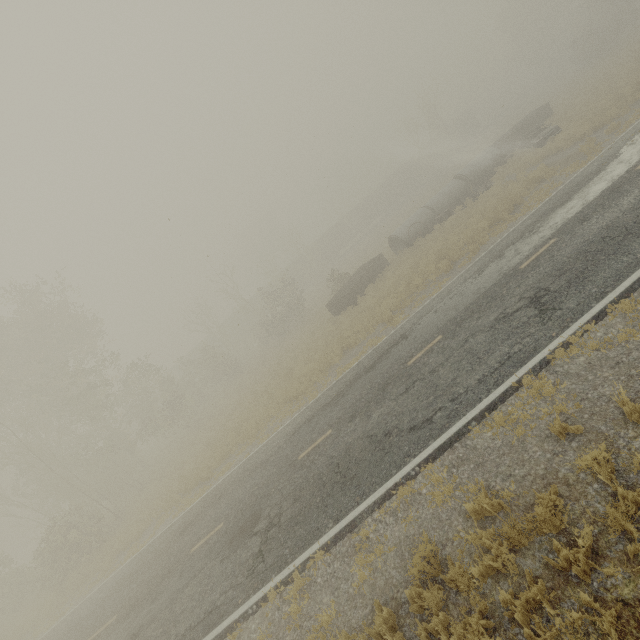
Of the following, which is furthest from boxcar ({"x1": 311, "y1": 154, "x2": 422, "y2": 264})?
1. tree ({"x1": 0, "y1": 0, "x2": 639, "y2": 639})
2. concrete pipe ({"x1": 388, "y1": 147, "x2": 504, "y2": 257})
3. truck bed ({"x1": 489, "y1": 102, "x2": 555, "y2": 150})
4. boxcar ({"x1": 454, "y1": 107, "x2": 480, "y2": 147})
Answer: concrete pipe ({"x1": 388, "y1": 147, "x2": 504, "y2": 257})

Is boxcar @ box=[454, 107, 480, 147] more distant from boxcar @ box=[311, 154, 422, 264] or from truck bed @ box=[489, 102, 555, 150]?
truck bed @ box=[489, 102, 555, 150]

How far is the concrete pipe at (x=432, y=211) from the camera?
25.28m

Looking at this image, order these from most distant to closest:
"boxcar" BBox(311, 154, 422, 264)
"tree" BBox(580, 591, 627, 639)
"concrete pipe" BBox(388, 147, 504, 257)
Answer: "boxcar" BBox(311, 154, 422, 264), "concrete pipe" BBox(388, 147, 504, 257), "tree" BBox(580, 591, 627, 639)

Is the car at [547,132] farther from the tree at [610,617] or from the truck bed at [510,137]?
the tree at [610,617]

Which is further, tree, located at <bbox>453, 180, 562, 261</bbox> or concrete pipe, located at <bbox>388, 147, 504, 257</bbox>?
concrete pipe, located at <bbox>388, 147, 504, 257</bbox>

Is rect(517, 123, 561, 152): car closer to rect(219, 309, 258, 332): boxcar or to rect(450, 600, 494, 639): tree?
rect(450, 600, 494, 639): tree

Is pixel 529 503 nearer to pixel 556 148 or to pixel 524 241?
pixel 524 241
